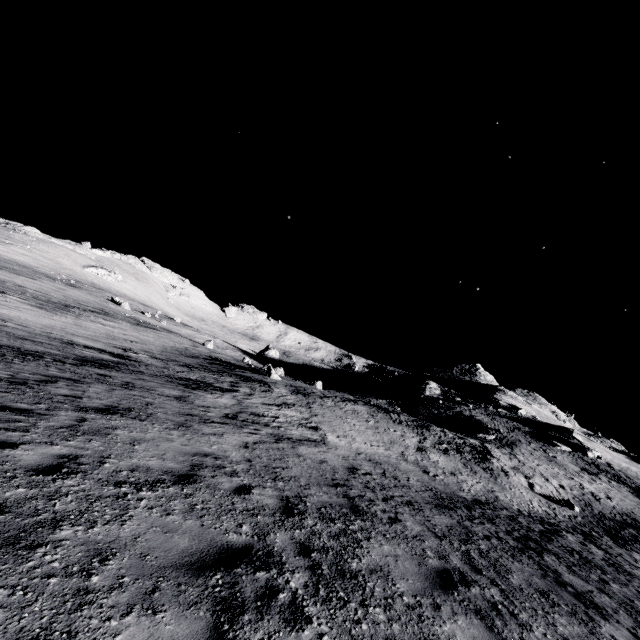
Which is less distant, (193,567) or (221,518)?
(193,567)

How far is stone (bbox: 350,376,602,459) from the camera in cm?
3981

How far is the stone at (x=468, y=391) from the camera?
39.8 meters
